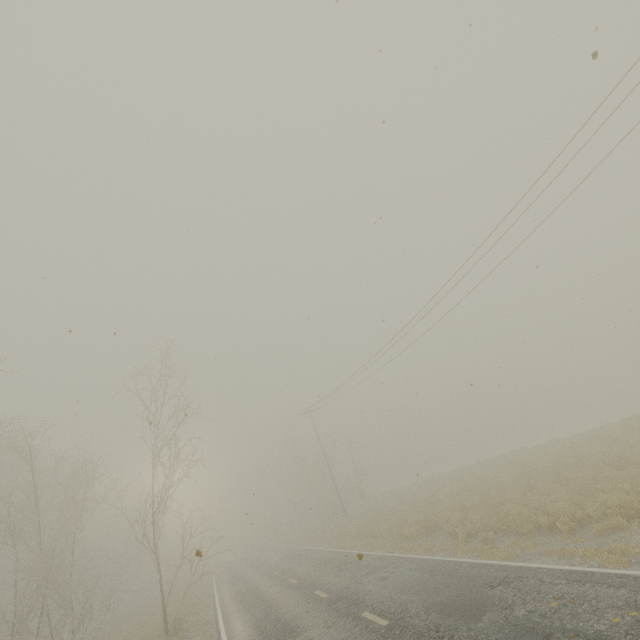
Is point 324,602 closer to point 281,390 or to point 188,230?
point 281,390
